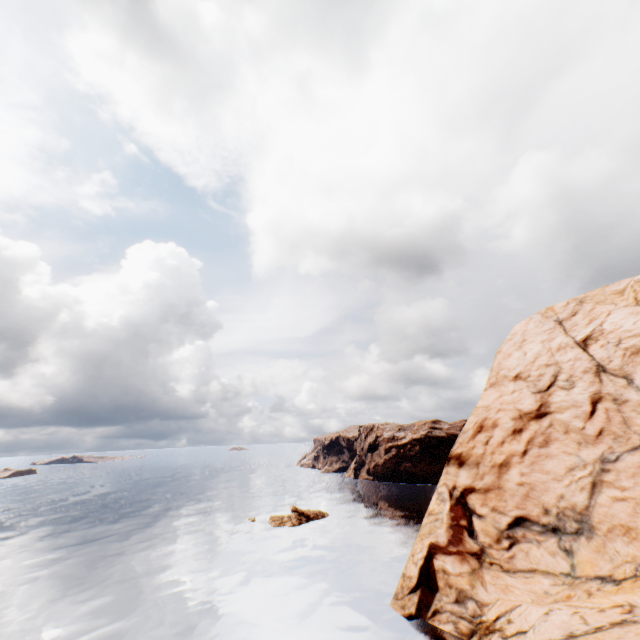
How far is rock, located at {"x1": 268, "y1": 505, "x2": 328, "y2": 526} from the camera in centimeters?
5084cm

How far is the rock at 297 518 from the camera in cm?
5084

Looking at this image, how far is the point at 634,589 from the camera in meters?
19.8 m

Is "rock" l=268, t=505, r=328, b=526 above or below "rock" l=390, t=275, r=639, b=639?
below

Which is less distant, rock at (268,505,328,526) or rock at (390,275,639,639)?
rock at (390,275,639,639)

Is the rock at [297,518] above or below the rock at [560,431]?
below
